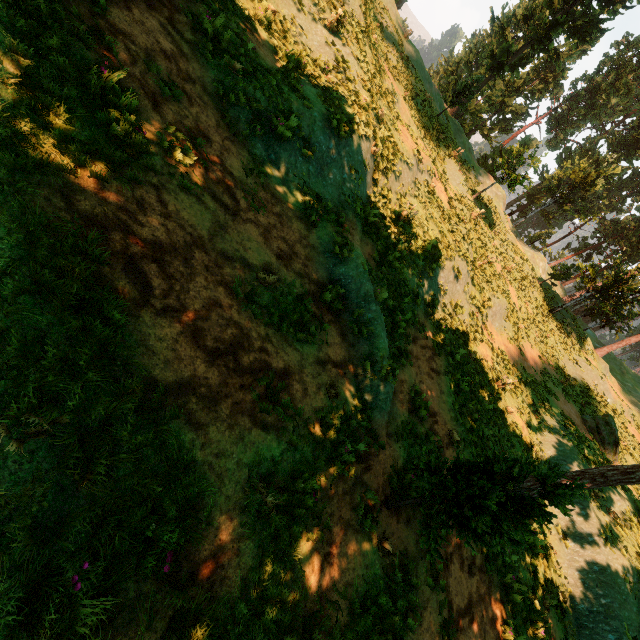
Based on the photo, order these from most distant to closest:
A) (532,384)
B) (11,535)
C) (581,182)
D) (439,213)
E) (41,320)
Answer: (581,182), (532,384), (439,213), (41,320), (11,535)

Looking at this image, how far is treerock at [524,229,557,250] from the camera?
50.8 meters

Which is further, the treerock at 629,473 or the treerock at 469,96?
the treerock at 469,96

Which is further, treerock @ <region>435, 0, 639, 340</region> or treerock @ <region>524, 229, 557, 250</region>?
treerock @ <region>524, 229, 557, 250</region>
